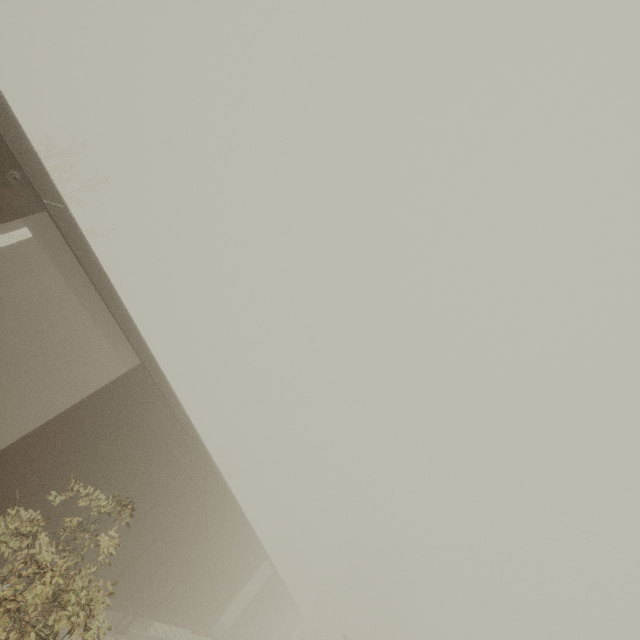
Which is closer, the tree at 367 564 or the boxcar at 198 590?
the boxcar at 198 590

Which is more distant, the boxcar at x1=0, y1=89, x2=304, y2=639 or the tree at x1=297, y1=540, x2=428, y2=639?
the tree at x1=297, y1=540, x2=428, y2=639

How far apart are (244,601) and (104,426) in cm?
2424

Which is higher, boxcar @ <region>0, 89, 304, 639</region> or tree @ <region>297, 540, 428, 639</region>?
tree @ <region>297, 540, 428, 639</region>

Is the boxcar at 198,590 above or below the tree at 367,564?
below
